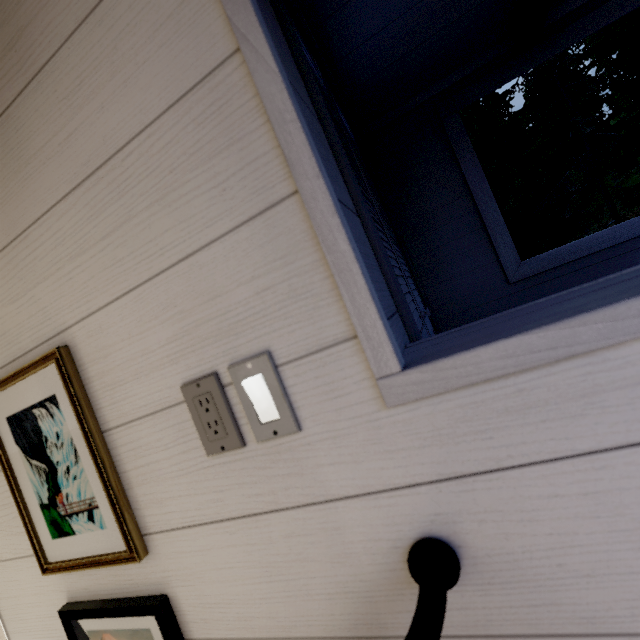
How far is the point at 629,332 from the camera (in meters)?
0.33

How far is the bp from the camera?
0.5m

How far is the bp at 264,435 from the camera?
0.5 meters
